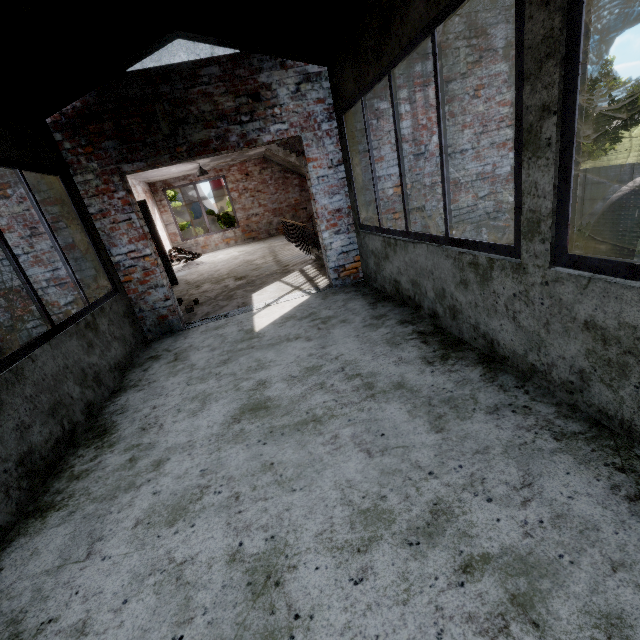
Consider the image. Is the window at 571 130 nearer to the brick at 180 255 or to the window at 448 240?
the window at 448 240

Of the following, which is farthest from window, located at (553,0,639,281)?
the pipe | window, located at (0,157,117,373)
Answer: window, located at (0,157,117,373)

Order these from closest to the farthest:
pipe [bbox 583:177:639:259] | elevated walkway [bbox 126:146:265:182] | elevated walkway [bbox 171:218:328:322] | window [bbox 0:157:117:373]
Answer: window [bbox 0:157:117:373], pipe [bbox 583:177:639:259], elevated walkway [bbox 171:218:328:322], elevated walkway [bbox 126:146:265:182]

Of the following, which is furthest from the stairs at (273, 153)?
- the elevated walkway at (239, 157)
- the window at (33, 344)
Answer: the window at (33, 344)

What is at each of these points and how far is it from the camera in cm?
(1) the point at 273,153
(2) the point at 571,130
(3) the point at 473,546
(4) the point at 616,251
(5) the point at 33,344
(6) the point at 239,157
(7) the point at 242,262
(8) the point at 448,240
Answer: (1) stairs, 1202
(2) window, 150
(3) building, 133
(4) pipe, 455
(5) window, 258
(6) elevated walkway, 1194
(7) elevated walkway, 956
(8) window, 266

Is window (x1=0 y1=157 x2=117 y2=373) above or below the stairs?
below

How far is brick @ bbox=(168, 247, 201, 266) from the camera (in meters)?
12.52

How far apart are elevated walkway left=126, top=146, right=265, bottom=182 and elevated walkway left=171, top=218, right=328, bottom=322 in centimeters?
238cm
